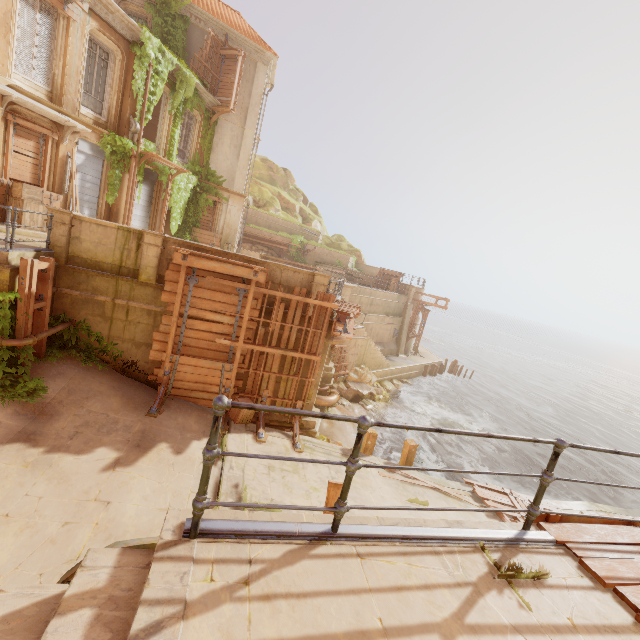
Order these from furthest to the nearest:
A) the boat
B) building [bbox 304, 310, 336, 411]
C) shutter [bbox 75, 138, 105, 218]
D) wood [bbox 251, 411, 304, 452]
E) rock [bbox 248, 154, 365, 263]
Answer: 1. rock [bbox 248, 154, 365, 263]
2. shutter [bbox 75, 138, 105, 218]
3. building [bbox 304, 310, 336, 411]
4. wood [bbox 251, 411, 304, 452]
5. the boat

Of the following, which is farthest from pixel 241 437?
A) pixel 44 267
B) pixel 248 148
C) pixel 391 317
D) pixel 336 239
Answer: pixel 336 239

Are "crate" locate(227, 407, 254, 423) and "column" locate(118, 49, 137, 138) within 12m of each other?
no

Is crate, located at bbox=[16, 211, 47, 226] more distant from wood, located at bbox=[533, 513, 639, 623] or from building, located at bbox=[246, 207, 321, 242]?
wood, located at bbox=[533, 513, 639, 623]

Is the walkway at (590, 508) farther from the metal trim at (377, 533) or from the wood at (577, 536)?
the metal trim at (377, 533)

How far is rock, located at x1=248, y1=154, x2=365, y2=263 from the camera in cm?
3309

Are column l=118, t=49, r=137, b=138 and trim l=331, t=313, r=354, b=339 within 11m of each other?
no

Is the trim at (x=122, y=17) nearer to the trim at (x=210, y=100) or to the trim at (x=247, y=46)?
the trim at (x=210, y=100)
